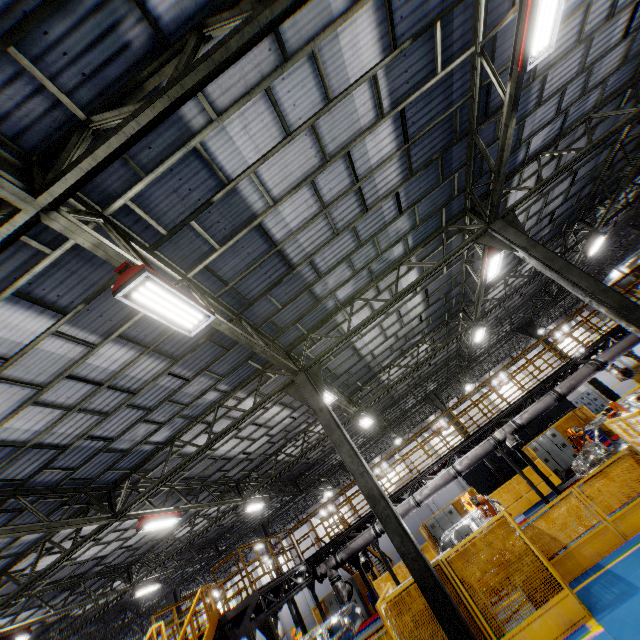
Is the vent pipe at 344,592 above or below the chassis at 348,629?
above

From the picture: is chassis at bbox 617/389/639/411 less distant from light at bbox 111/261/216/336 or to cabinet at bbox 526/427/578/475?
cabinet at bbox 526/427/578/475

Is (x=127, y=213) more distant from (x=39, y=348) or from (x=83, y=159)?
(x=39, y=348)

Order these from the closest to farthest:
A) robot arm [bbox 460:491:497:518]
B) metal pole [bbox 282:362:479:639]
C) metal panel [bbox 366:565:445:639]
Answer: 1. metal pole [bbox 282:362:479:639]
2. metal panel [bbox 366:565:445:639]
3. robot arm [bbox 460:491:497:518]

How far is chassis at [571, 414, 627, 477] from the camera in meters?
12.7 m

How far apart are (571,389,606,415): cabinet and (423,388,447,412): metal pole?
17.4 meters

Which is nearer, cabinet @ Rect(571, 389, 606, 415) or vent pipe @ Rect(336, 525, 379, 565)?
vent pipe @ Rect(336, 525, 379, 565)

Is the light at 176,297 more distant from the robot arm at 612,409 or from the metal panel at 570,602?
the robot arm at 612,409
